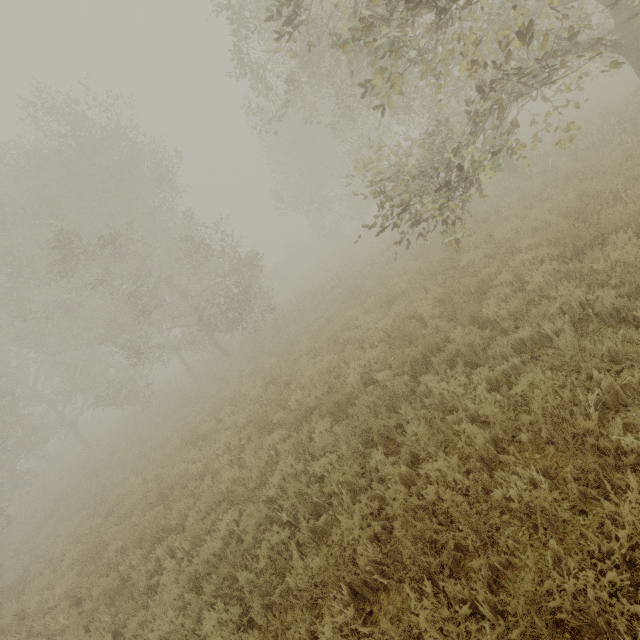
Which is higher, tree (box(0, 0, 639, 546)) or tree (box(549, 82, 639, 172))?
tree (box(0, 0, 639, 546))

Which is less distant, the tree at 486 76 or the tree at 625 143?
the tree at 486 76

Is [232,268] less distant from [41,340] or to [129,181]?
[129,181]

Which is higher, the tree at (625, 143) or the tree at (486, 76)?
the tree at (486, 76)

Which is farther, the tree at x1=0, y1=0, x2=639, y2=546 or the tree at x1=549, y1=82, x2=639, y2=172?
the tree at x1=549, y1=82, x2=639, y2=172
